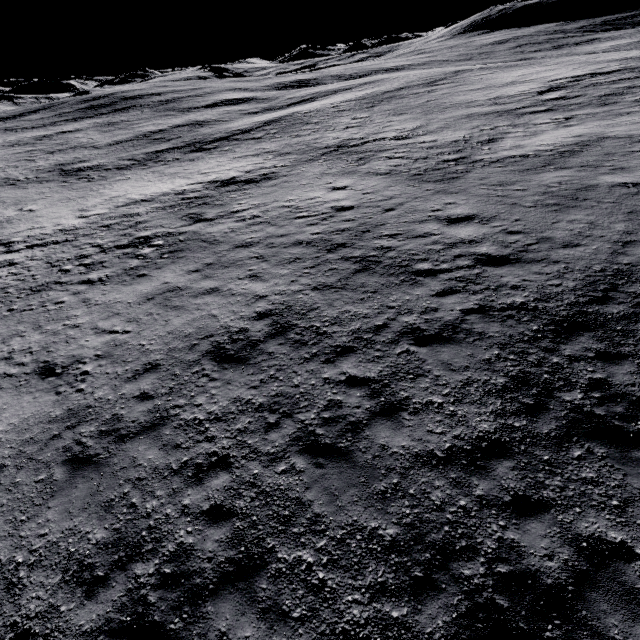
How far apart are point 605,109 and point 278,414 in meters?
25.9 m
